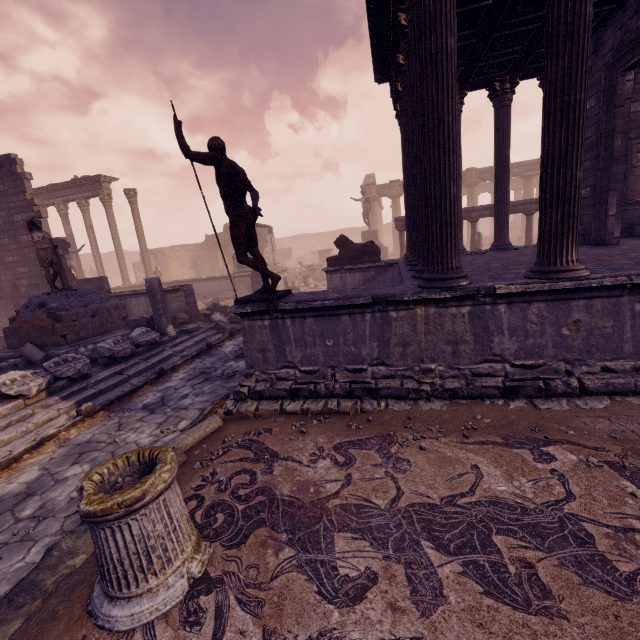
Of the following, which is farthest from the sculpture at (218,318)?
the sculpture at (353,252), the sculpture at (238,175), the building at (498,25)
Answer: the sculpture at (238,175)

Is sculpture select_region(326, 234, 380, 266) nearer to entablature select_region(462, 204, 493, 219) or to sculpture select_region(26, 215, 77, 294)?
entablature select_region(462, 204, 493, 219)

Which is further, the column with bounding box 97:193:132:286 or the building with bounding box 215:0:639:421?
the column with bounding box 97:193:132:286

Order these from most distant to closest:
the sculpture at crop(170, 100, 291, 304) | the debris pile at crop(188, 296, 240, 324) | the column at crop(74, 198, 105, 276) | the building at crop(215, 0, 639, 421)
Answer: the column at crop(74, 198, 105, 276) → the debris pile at crop(188, 296, 240, 324) → the sculpture at crop(170, 100, 291, 304) → the building at crop(215, 0, 639, 421)

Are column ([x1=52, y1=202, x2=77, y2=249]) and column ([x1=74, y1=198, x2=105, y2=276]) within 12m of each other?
yes

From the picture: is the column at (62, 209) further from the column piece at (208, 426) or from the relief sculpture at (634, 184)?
the relief sculpture at (634, 184)

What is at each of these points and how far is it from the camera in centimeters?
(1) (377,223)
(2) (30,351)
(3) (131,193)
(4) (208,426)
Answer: (1) column, 3128cm
(2) debris pile, 836cm
(3) column, 1866cm
(4) column piece, 467cm

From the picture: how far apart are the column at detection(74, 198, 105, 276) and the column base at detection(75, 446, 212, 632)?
21.9m
